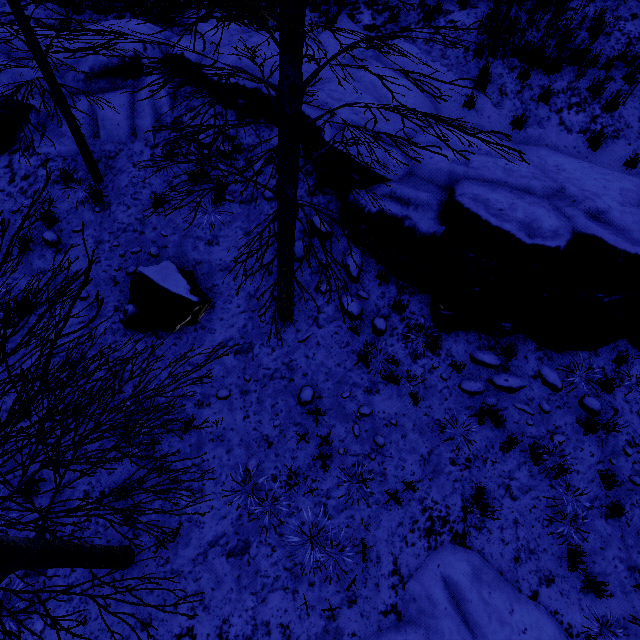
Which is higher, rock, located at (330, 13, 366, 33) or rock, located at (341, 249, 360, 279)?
rock, located at (330, 13, 366, 33)

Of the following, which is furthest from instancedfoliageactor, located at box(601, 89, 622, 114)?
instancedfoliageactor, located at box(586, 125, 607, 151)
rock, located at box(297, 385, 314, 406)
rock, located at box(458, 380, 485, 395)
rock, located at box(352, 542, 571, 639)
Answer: rock, located at box(352, 542, 571, 639)

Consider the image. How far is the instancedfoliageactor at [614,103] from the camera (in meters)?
6.96

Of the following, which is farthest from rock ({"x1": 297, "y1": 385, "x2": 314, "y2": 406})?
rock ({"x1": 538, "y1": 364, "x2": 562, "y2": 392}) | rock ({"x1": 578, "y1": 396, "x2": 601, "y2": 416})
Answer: rock ({"x1": 578, "y1": 396, "x2": 601, "y2": 416})

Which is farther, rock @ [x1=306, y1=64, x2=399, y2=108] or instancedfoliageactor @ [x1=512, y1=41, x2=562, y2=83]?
instancedfoliageactor @ [x1=512, y1=41, x2=562, y2=83]

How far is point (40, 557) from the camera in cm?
303

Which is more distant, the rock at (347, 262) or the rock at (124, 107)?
the rock at (124, 107)

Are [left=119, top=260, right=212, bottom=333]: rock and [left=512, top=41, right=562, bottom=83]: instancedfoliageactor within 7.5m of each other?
no
